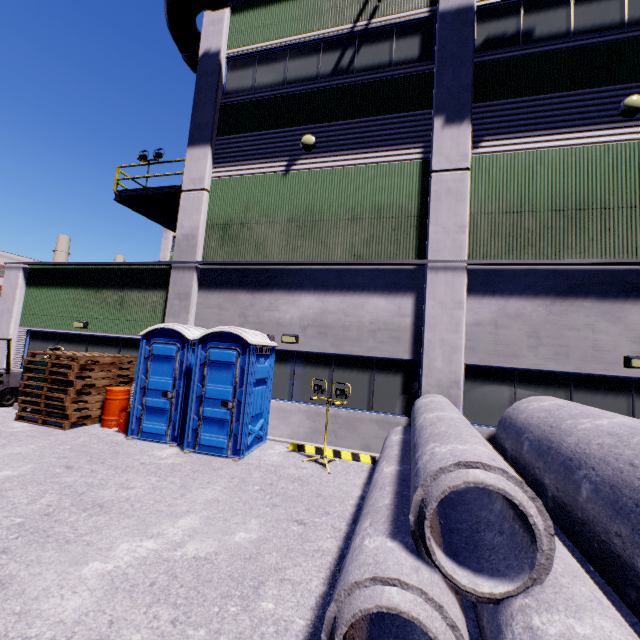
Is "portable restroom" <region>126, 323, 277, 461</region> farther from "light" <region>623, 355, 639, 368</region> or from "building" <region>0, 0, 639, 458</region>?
"light" <region>623, 355, 639, 368</region>

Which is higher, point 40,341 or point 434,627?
point 40,341

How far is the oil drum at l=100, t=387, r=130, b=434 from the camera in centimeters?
852cm

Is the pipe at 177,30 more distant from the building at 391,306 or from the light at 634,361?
the light at 634,361

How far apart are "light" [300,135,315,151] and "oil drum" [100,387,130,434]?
8.58m

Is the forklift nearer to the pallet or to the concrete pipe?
the pallet

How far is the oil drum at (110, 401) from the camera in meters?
8.5

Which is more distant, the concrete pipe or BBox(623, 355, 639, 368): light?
BBox(623, 355, 639, 368): light
